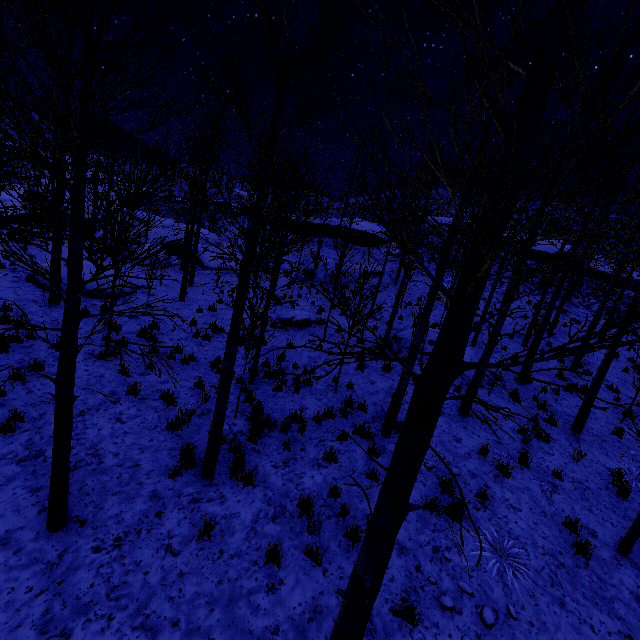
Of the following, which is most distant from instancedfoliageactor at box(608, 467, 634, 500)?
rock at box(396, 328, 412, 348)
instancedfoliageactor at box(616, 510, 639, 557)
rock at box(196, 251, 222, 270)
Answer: rock at box(196, 251, 222, 270)

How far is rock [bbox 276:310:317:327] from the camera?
14.2 meters

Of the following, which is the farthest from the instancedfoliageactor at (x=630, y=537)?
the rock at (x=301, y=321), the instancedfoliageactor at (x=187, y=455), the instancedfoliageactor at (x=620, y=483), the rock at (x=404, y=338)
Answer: the rock at (x=301, y=321)

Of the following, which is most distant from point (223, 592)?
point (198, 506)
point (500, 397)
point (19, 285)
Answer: point (19, 285)

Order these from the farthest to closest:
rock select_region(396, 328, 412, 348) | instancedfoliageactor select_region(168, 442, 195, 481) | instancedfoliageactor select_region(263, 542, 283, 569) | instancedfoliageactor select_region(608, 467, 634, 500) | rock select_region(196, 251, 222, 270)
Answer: rock select_region(196, 251, 222, 270) < rock select_region(396, 328, 412, 348) < instancedfoliageactor select_region(608, 467, 634, 500) < instancedfoliageactor select_region(168, 442, 195, 481) < instancedfoliageactor select_region(263, 542, 283, 569)

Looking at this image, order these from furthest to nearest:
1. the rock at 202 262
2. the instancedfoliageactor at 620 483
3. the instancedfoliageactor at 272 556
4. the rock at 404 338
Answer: the rock at 202 262
the rock at 404 338
the instancedfoliageactor at 620 483
the instancedfoliageactor at 272 556

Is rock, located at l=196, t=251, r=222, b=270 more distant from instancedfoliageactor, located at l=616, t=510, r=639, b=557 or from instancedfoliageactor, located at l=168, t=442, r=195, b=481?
instancedfoliageactor, located at l=616, t=510, r=639, b=557

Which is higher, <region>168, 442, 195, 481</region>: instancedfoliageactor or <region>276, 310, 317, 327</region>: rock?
<region>276, 310, 317, 327</region>: rock
